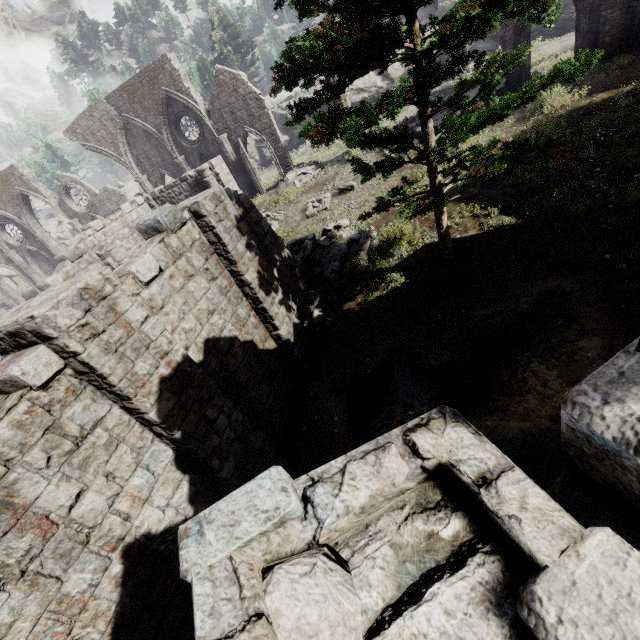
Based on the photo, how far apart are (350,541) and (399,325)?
8.6 meters

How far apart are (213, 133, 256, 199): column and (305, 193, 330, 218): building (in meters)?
7.75

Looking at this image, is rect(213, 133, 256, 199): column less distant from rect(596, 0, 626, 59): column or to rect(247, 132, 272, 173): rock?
rect(247, 132, 272, 173): rock

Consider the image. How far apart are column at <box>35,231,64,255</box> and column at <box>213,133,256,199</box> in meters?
18.0

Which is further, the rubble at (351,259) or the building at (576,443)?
the rubble at (351,259)

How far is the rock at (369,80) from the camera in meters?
27.9 m

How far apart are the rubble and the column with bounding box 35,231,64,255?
26.7m

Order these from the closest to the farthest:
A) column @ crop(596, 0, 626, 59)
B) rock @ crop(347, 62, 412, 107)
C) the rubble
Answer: the rubble, column @ crop(596, 0, 626, 59), rock @ crop(347, 62, 412, 107)
